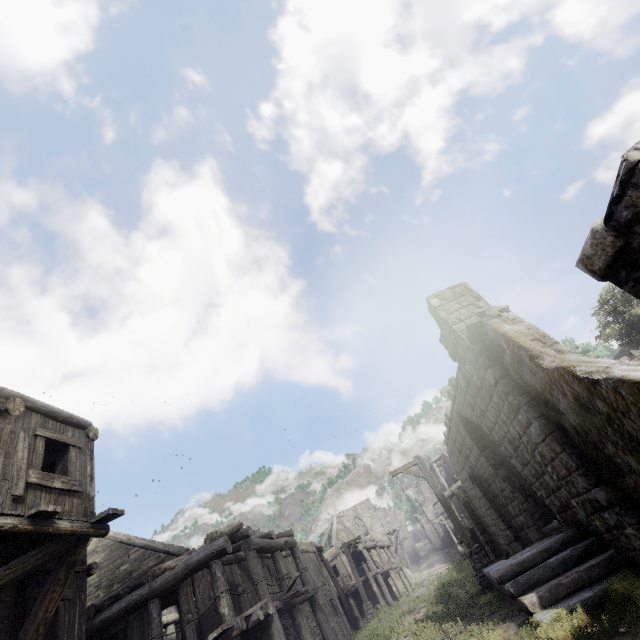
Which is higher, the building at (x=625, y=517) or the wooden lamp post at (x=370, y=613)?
the wooden lamp post at (x=370, y=613)

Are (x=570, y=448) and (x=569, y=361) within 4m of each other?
yes

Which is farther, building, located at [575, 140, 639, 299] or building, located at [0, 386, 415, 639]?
building, located at [0, 386, 415, 639]

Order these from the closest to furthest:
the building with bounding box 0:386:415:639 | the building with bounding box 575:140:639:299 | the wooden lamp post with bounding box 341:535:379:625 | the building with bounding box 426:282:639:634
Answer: the building with bounding box 575:140:639:299, the building with bounding box 426:282:639:634, the building with bounding box 0:386:415:639, the wooden lamp post with bounding box 341:535:379:625

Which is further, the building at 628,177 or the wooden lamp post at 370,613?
the wooden lamp post at 370,613

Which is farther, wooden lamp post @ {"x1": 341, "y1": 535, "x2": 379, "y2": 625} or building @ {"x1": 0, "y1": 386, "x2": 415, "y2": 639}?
wooden lamp post @ {"x1": 341, "y1": 535, "x2": 379, "y2": 625}

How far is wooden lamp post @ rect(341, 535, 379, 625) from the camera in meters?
20.8
